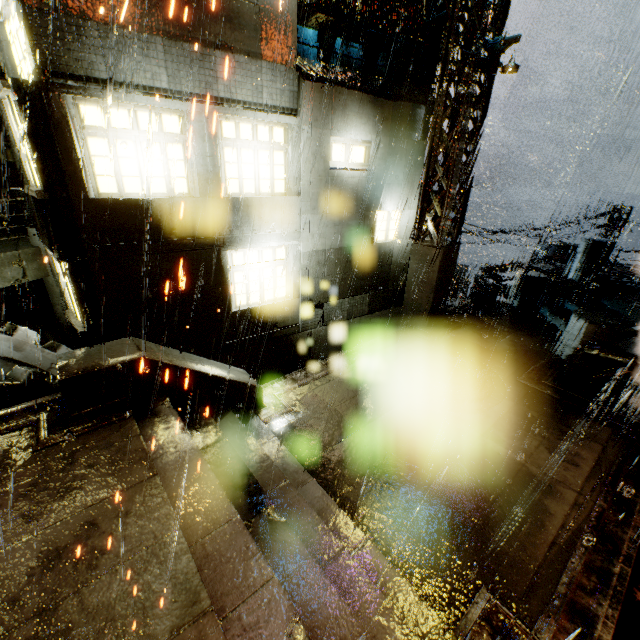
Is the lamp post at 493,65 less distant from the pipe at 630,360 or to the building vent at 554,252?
the pipe at 630,360

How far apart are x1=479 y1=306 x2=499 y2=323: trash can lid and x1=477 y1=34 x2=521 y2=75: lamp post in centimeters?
754cm

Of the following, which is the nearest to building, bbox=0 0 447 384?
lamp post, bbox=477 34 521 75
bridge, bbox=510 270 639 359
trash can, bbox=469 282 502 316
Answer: bridge, bbox=510 270 639 359

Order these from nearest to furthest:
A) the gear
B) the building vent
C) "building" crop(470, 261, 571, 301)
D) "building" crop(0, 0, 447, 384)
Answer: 1. "building" crop(0, 0, 447, 384)
2. the gear
3. "building" crop(470, 261, 571, 301)
4. the building vent

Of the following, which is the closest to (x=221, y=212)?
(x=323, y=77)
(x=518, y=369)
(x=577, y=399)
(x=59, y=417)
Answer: (x=323, y=77)

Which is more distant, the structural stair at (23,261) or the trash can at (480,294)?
the trash can at (480,294)

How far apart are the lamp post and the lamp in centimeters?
12cm

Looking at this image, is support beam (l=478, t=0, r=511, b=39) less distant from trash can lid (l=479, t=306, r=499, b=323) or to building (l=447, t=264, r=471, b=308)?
building (l=447, t=264, r=471, b=308)
